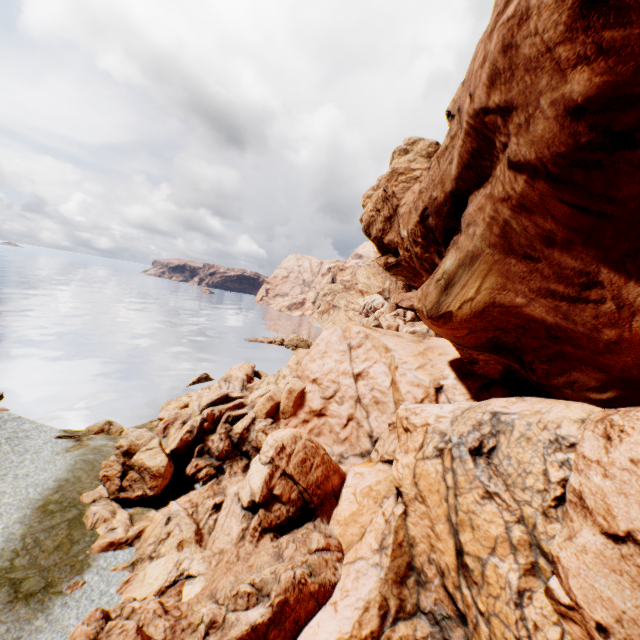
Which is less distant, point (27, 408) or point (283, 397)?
Result: point (283, 397)
